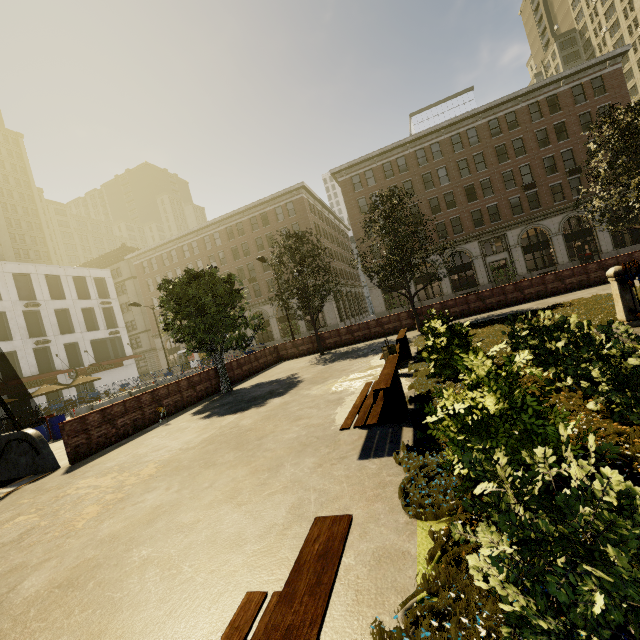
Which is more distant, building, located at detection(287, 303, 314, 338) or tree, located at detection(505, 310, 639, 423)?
building, located at detection(287, 303, 314, 338)

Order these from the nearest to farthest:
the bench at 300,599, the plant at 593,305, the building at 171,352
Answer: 1. the bench at 300,599
2. the plant at 593,305
3. the building at 171,352

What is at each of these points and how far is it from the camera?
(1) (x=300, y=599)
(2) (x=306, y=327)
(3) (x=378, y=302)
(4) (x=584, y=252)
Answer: (1) bench, 1.45m
(2) building, 43.72m
(3) building, 40.59m
(4) phone booth, 33.78m

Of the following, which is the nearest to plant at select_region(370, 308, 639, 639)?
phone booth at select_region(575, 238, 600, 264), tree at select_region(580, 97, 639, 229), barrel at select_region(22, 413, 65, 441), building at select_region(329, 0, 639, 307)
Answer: tree at select_region(580, 97, 639, 229)

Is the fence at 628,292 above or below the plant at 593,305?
above

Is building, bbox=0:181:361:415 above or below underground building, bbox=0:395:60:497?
above

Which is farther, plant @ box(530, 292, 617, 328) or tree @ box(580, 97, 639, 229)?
tree @ box(580, 97, 639, 229)

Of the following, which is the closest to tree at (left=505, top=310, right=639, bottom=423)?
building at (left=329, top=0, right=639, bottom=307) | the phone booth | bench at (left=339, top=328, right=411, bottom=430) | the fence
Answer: the fence
